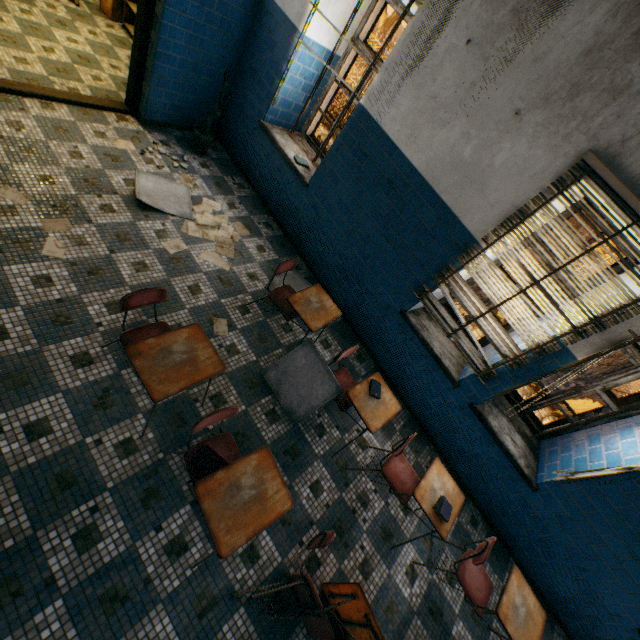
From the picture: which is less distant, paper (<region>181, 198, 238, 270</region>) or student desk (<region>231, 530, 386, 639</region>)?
student desk (<region>231, 530, 386, 639</region>)

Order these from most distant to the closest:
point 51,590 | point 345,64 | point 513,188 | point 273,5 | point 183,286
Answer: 1. point 345,64
2. point 273,5
3. point 183,286
4. point 513,188
5. point 51,590

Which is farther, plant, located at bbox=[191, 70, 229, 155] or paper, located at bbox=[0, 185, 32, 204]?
plant, located at bbox=[191, 70, 229, 155]

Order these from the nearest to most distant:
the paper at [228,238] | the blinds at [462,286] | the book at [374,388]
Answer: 1. the blinds at [462,286]
2. the book at [374,388]
3. the paper at [228,238]

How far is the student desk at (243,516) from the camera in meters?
1.9

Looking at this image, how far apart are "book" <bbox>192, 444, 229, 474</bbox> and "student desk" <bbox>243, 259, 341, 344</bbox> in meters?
1.5 m

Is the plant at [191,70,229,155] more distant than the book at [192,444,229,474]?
Yes

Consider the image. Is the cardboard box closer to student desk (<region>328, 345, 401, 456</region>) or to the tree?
the tree
